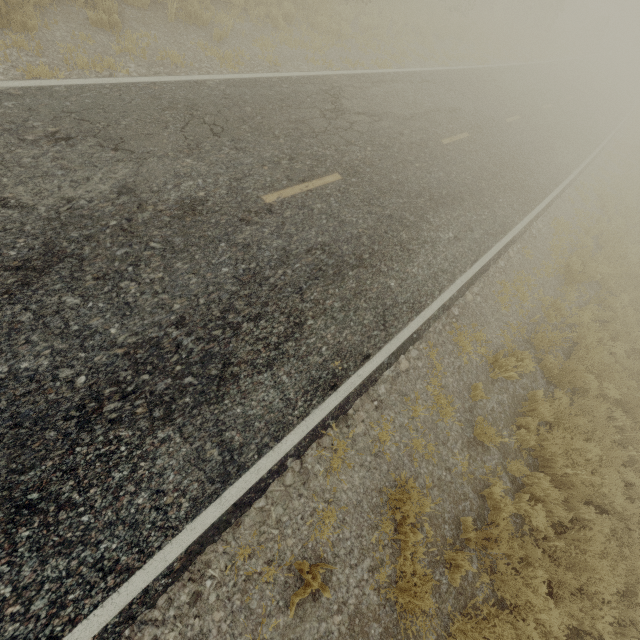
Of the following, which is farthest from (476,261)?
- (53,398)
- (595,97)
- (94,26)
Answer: (595,97)
